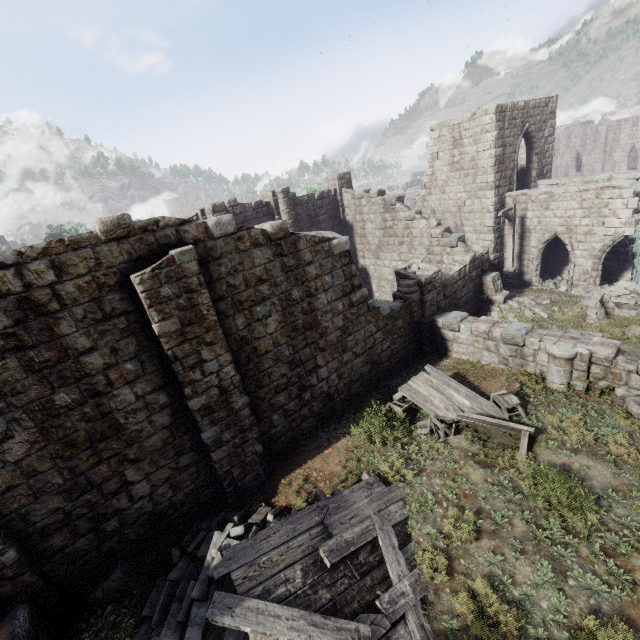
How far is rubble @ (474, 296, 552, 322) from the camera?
14.55m

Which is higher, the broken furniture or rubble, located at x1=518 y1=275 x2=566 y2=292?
the broken furniture

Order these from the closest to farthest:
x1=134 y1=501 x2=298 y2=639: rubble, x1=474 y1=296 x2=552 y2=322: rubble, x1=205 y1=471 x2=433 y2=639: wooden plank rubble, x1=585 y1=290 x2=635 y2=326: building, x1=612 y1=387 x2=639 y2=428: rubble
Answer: x1=205 y1=471 x2=433 y2=639: wooden plank rubble
x1=134 y1=501 x2=298 y2=639: rubble
x1=612 y1=387 x2=639 y2=428: rubble
x1=585 y1=290 x2=635 y2=326: building
x1=474 y1=296 x2=552 y2=322: rubble

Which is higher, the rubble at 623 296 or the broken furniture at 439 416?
the broken furniture at 439 416

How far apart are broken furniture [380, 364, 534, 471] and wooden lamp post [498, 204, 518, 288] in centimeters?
1090cm

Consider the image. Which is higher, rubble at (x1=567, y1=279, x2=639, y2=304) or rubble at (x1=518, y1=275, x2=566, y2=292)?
rubble at (x1=567, y1=279, x2=639, y2=304)

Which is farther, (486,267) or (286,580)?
(486,267)

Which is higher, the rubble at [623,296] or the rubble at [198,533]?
the rubble at [198,533]
